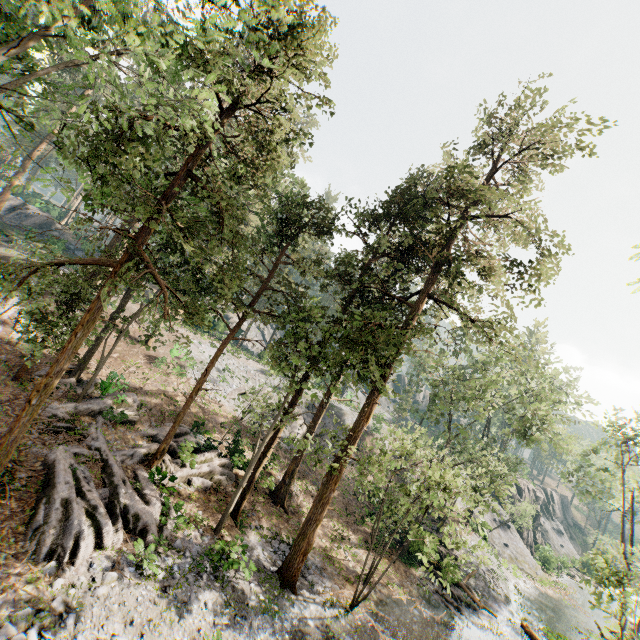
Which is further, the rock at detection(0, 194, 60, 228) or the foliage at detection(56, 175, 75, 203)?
the rock at detection(0, 194, 60, 228)

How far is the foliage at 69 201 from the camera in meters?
Result: 12.5 m

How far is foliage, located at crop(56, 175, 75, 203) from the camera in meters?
12.5 m

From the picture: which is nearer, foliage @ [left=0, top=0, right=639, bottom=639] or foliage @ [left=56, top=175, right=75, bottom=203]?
foliage @ [left=0, top=0, right=639, bottom=639]

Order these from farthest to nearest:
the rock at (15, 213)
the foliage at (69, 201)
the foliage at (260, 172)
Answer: the rock at (15, 213) → the foliage at (69, 201) → the foliage at (260, 172)

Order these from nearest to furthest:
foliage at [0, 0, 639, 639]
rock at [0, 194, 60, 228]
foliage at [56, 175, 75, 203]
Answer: foliage at [0, 0, 639, 639] < foliage at [56, 175, 75, 203] < rock at [0, 194, 60, 228]

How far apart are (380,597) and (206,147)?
24.52m
